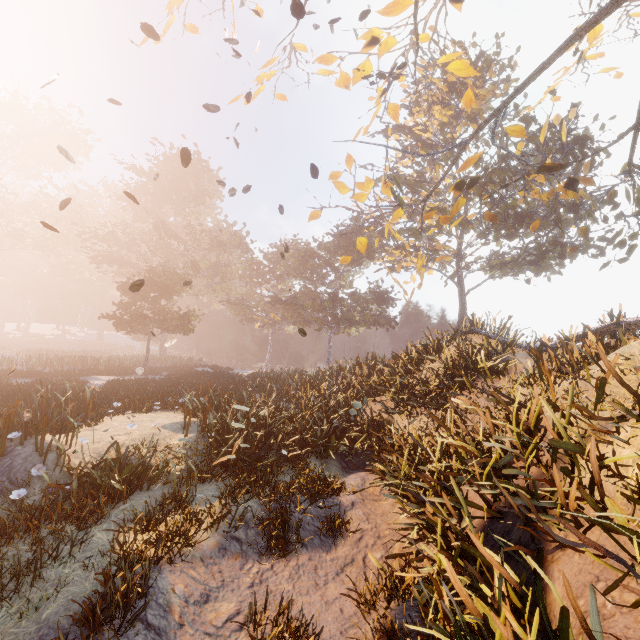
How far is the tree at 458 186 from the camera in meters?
12.8

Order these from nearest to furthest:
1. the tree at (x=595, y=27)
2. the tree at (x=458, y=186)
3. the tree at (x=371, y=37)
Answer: the tree at (x=595, y=27), the tree at (x=371, y=37), the tree at (x=458, y=186)

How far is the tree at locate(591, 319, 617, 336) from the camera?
10.2m

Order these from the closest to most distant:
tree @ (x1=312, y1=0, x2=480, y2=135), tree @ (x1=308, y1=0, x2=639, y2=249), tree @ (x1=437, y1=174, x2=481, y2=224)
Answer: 1. tree @ (x1=308, y1=0, x2=639, y2=249)
2. tree @ (x1=312, y1=0, x2=480, y2=135)
3. tree @ (x1=437, y1=174, x2=481, y2=224)

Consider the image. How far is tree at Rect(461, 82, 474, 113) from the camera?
12.1 meters

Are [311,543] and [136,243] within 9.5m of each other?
no

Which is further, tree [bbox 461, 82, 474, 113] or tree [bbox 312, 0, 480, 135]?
tree [bbox 461, 82, 474, 113]
